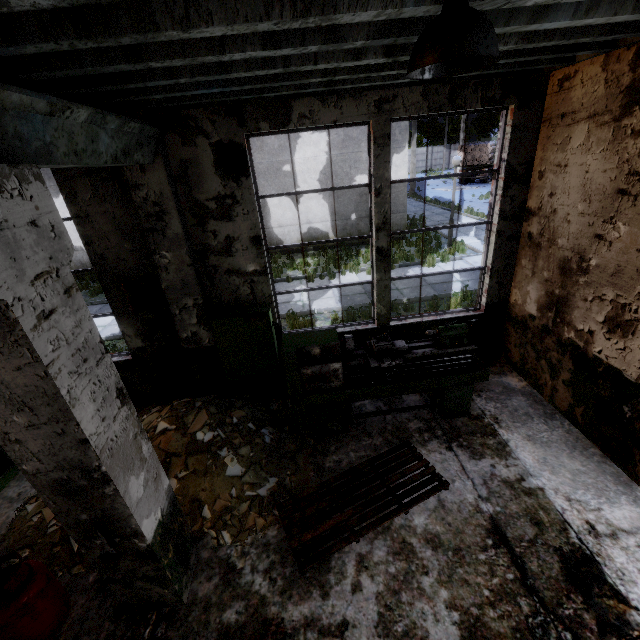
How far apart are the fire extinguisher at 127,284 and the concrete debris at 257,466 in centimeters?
160cm

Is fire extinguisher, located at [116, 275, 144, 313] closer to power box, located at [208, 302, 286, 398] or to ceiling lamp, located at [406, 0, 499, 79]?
power box, located at [208, 302, 286, 398]

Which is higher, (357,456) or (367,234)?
(367,234)

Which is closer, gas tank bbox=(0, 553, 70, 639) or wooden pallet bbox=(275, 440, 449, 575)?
gas tank bbox=(0, 553, 70, 639)

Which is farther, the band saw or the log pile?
the log pile

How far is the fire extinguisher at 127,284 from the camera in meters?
4.8

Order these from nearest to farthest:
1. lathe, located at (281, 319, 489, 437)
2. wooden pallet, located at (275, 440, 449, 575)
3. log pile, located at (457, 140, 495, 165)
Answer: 1. wooden pallet, located at (275, 440, 449, 575)
2. lathe, located at (281, 319, 489, 437)
3. log pile, located at (457, 140, 495, 165)
